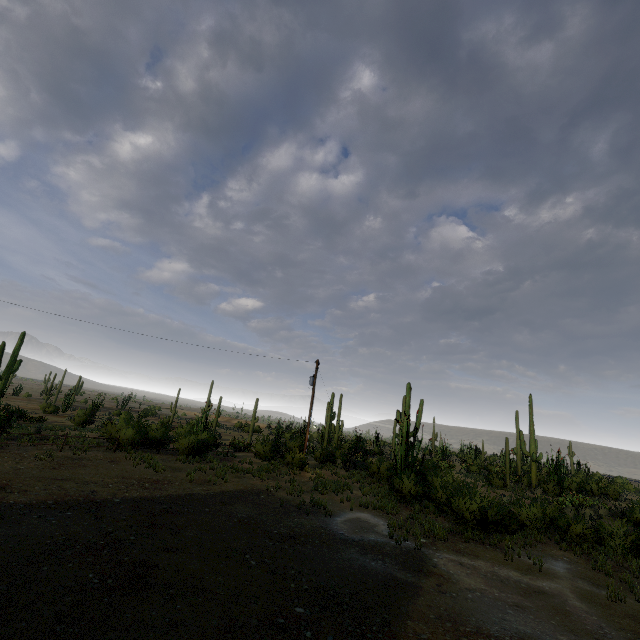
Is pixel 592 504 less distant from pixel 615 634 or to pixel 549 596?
pixel 549 596
